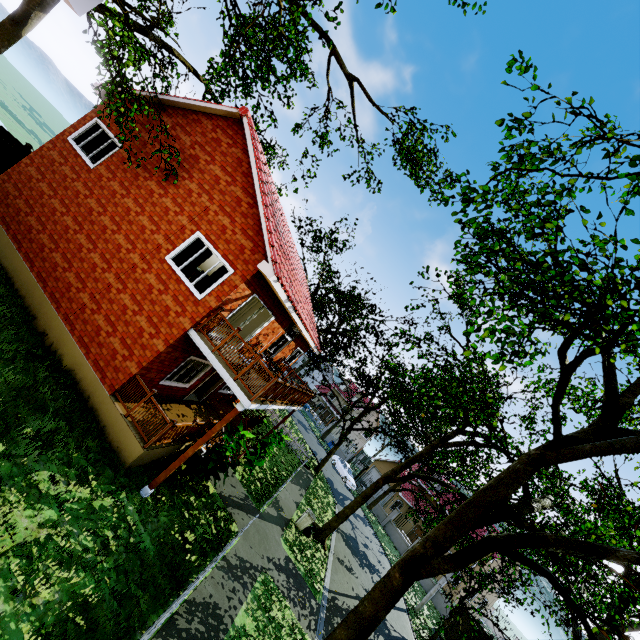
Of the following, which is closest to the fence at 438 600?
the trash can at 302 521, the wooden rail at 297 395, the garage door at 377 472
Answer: the garage door at 377 472

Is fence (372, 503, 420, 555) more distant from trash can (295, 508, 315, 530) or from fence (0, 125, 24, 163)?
trash can (295, 508, 315, 530)

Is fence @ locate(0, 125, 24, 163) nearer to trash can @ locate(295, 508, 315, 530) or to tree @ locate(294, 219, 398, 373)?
tree @ locate(294, 219, 398, 373)

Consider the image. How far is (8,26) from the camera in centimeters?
1036cm

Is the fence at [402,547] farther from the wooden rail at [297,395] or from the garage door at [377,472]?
the wooden rail at [297,395]

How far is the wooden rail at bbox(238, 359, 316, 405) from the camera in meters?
9.1

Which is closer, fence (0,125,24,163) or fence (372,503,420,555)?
Answer: fence (0,125,24,163)

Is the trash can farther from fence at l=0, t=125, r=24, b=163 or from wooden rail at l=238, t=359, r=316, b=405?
wooden rail at l=238, t=359, r=316, b=405
